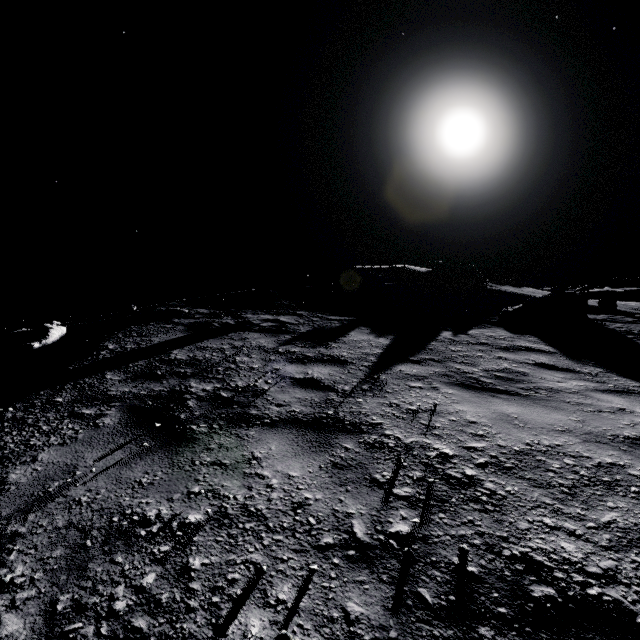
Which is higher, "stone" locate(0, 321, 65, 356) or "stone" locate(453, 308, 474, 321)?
"stone" locate(0, 321, 65, 356)

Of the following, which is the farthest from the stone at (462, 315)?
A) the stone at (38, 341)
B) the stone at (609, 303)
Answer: the stone at (38, 341)

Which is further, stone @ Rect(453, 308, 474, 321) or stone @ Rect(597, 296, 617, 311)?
stone @ Rect(597, 296, 617, 311)

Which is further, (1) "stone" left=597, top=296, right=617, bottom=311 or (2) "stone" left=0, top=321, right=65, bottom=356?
(1) "stone" left=597, top=296, right=617, bottom=311

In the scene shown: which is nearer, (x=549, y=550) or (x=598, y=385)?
(x=549, y=550)

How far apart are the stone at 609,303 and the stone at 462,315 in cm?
763

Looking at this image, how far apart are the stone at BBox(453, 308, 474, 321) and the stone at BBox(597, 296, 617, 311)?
7.6m

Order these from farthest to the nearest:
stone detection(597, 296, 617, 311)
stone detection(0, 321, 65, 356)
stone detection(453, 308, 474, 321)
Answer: stone detection(597, 296, 617, 311)
stone detection(453, 308, 474, 321)
stone detection(0, 321, 65, 356)
